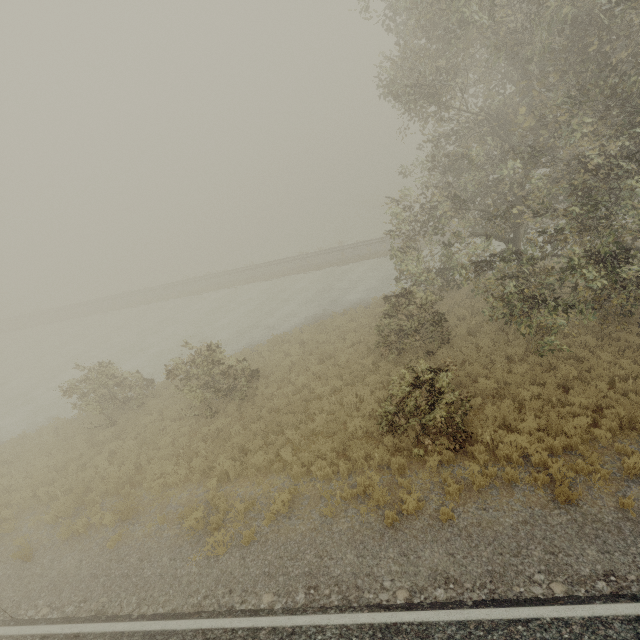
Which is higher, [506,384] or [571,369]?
[571,369]
